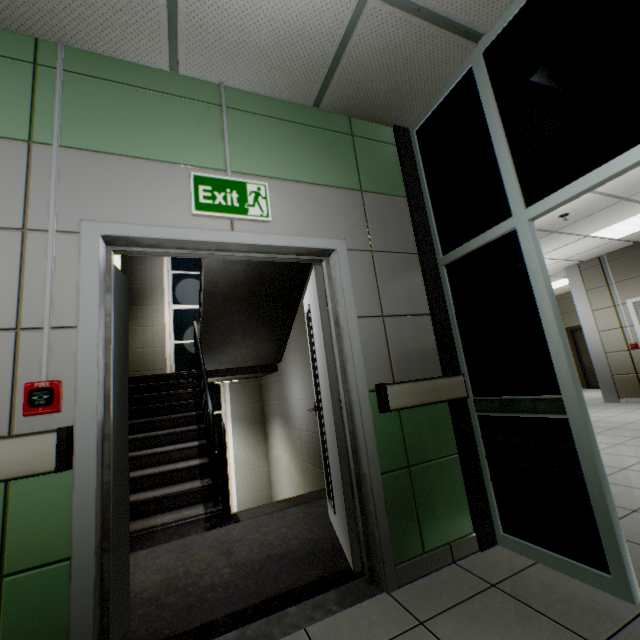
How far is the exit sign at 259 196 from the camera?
1.9 meters

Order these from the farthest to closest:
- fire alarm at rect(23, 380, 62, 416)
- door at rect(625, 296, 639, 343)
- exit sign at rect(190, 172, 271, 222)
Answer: door at rect(625, 296, 639, 343) < exit sign at rect(190, 172, 271, 222) < fire alarm at rect(23, 380, 62, 416)

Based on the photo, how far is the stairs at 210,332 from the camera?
4.5m

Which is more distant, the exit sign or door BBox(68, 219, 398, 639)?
the exit sign

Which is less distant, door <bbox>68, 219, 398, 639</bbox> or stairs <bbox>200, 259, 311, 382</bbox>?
door <bbox>68, 219, 398, 639</bbox>

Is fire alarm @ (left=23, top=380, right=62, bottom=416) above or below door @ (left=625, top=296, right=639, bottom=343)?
below

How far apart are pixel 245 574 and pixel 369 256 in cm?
238

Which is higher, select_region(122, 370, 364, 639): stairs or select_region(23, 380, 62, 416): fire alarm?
select_region(23, 380, 62, 416): fire alarm
